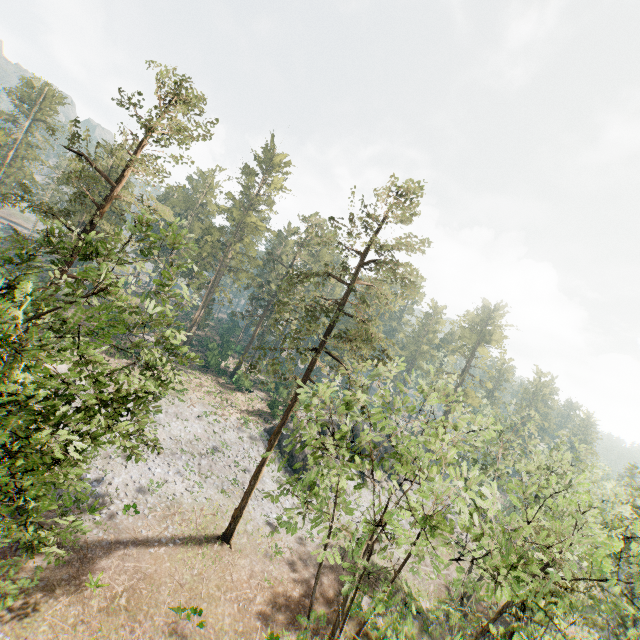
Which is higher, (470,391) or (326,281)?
(326,281)
